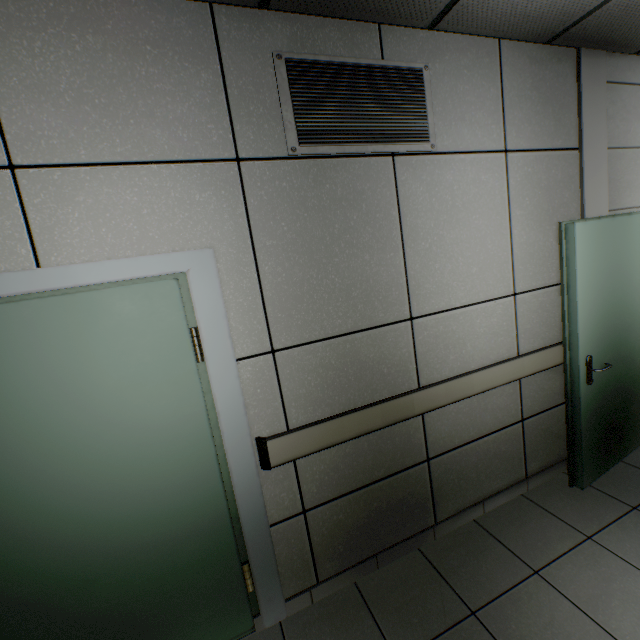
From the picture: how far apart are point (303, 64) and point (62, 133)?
1.18m

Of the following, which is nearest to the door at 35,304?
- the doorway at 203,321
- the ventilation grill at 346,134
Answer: the doorway at 203,321

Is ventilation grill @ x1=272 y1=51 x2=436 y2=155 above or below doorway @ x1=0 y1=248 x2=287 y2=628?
above

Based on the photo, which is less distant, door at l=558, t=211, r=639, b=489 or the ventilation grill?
the ventilation grill

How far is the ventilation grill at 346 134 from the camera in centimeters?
167cm

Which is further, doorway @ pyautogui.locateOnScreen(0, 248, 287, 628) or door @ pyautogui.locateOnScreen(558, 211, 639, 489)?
door @ pyautogui.locateOnScreen(558, 211, 639, 489)

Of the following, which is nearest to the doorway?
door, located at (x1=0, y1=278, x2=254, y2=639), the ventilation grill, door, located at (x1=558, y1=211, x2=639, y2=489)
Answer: door, located at (x1=0, y1=278, x2=254, y2=639)

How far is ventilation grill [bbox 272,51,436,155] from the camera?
1.7 meters
